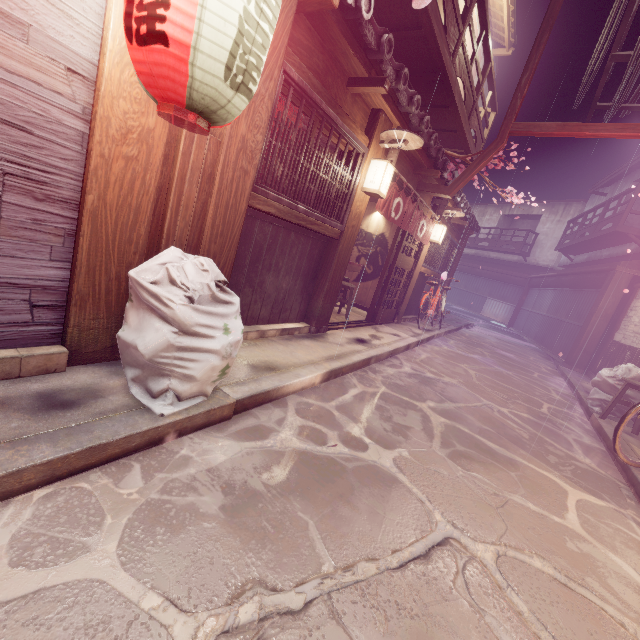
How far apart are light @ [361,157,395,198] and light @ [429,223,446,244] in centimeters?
661cm

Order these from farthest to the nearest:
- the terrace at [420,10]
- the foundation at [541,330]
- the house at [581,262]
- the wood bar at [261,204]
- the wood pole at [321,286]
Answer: the house at [581,262] → the foundation at [541,330] → the terrace at [420,10] → the wood pole at [321,286] → the wood bar at [261,204]

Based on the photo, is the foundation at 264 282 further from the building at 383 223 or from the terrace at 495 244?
the terrace at 495 244

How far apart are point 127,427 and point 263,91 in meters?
5.0 m

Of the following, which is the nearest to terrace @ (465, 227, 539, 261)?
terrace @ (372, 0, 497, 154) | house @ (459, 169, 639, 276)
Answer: house @ (459, 169, 639, 276)

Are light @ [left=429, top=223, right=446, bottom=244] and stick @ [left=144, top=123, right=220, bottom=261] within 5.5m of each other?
no

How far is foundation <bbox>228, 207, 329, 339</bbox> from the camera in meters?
6.4 m

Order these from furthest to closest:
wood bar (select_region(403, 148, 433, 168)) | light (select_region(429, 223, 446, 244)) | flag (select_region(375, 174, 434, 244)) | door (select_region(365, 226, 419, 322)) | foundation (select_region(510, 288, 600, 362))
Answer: foundation (select_region(510, 288, 600, 362)), light (select_region(429, 223, 446, 244)), door (select_region(365, 226, 419, 322)), wood bar (select_region(403, 148, 433, 168)), flag (select_region(375, 174, 434, 244))
